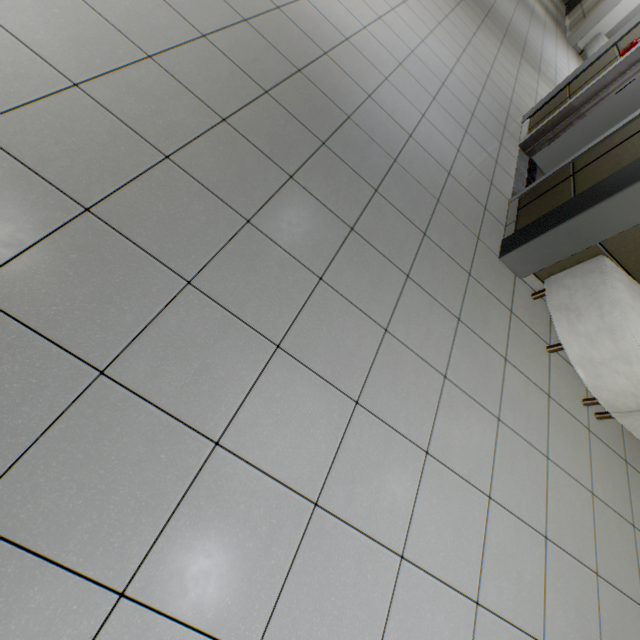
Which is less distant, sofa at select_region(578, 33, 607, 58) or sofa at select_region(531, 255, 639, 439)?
sofa at select_region(531, 255, 639, 439)

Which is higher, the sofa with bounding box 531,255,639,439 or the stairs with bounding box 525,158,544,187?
the sofa with bounding box 531,255,639,439

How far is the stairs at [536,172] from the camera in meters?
3.9 m

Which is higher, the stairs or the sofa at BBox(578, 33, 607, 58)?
the sofa at BBox(578, 33, 607, 58)

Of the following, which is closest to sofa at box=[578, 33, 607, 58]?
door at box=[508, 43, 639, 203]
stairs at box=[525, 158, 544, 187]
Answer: stairs at box=[525, 158, 544, 187]

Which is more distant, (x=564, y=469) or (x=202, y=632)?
(x=564, y=469)

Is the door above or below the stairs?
above

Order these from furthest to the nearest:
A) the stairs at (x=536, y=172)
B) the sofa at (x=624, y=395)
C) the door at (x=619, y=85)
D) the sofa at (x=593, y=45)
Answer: the sofa at (x=593, y=45) → the stairs at (x=536, y=172) → the door at (x=619, y=85) → the sofa at (x=624, y=395)
